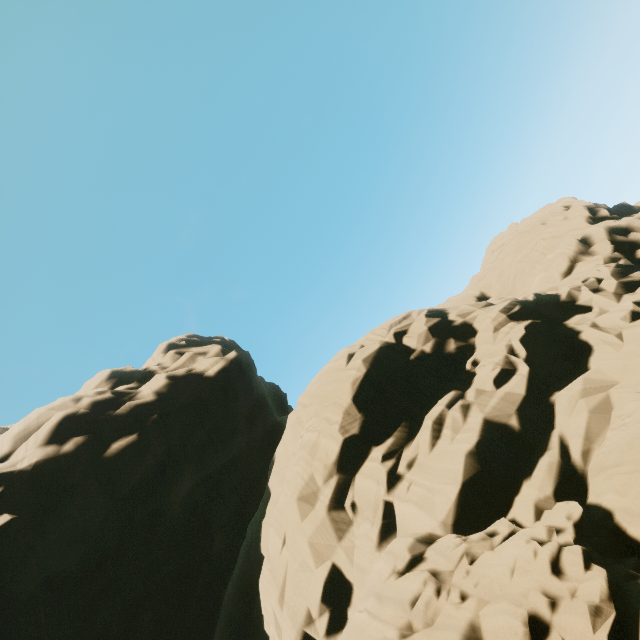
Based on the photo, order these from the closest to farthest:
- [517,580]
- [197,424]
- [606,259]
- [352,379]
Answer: [517,580] < [352,379] < [606,259] < [197,424]
